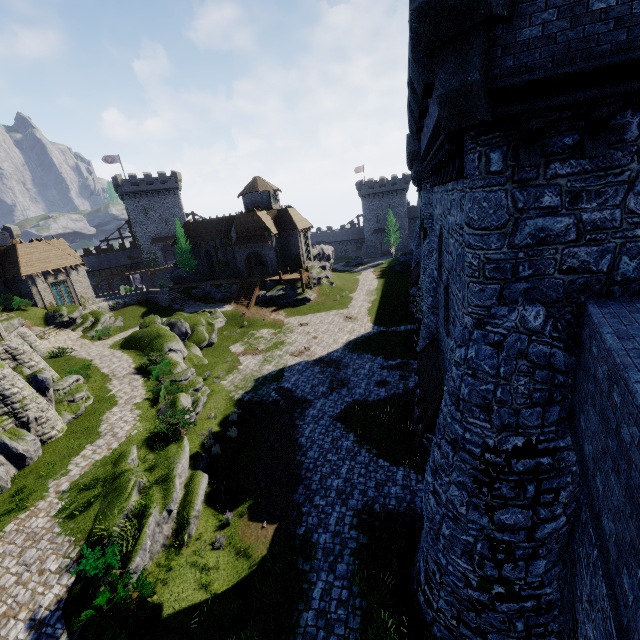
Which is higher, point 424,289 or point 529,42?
point 529,42

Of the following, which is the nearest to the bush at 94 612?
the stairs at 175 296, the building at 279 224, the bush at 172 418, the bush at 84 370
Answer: the bush at 172 418

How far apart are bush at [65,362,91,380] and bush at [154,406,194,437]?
8.69m

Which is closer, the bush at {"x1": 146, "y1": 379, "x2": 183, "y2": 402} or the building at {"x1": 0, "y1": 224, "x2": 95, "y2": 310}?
the bush at {"x1": 146, "y1": 379, "x2": 183, "y2": 402}

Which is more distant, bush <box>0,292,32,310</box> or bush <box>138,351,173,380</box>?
bush <box>0,292,32,310</box>

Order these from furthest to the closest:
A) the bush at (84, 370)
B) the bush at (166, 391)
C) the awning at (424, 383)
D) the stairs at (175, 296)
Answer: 1. the stairs at (175, 296)
2. the bush at (84, 370)
3. the bush at (166, 391)
4. the awning at (424, 383)

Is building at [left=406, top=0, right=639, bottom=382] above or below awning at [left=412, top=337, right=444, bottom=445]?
above

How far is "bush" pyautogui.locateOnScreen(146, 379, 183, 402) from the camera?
21.5m
